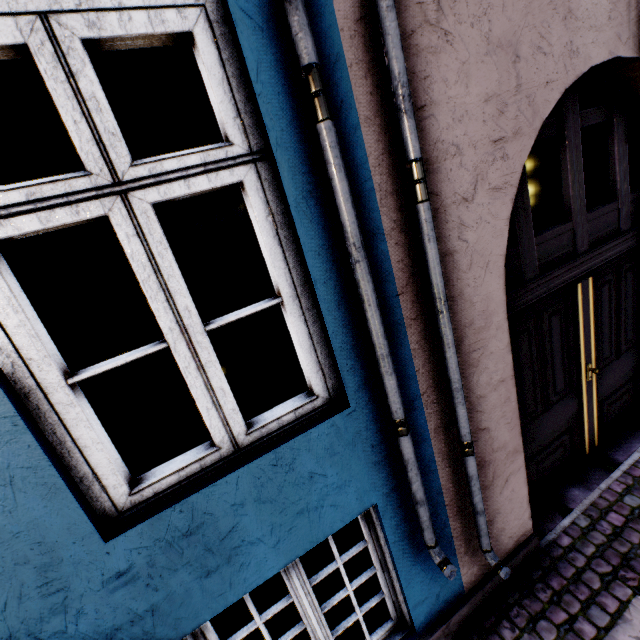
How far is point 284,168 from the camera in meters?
1.3
